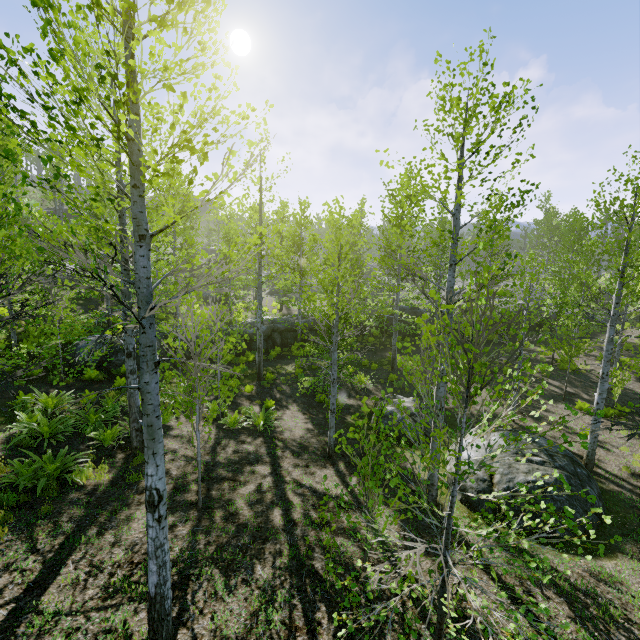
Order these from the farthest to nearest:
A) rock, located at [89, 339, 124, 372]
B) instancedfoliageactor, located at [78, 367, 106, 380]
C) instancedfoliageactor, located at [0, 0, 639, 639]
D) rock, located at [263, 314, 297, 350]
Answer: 1. rock, located at [263, 314, 297, 350]
2. rock, located at [89, 339, 124, 372]
3. instancedfoliageactor, located at [78, 367, 106, 380]
4. instancedfoliageactor, located at [0, 0, 639, 639]

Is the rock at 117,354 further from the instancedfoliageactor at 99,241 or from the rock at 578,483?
the rock at 578,483

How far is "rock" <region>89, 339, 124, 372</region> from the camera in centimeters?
1438cm

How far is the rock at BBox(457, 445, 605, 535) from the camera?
7.5 meters

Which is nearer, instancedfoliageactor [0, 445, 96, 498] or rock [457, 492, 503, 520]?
instancedfoliageactor [0, 445, 96, 498]

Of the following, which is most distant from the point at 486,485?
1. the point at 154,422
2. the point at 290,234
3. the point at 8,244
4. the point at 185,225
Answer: the point at 8,244

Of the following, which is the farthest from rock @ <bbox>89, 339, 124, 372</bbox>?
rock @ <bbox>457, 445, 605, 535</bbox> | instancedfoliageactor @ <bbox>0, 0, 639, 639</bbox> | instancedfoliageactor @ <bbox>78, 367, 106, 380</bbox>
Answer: rock @ <bbox>457, 445, 605, 535</bbox>

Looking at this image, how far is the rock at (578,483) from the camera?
7.5 meters
